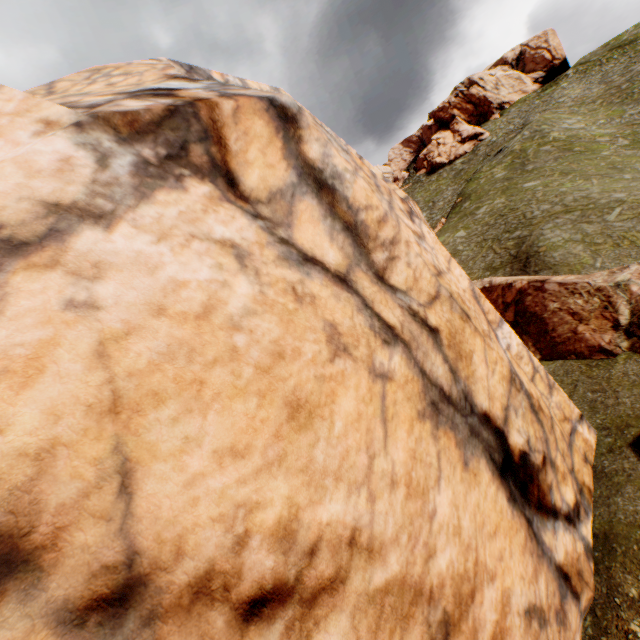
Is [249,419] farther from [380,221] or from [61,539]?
[380,221]
